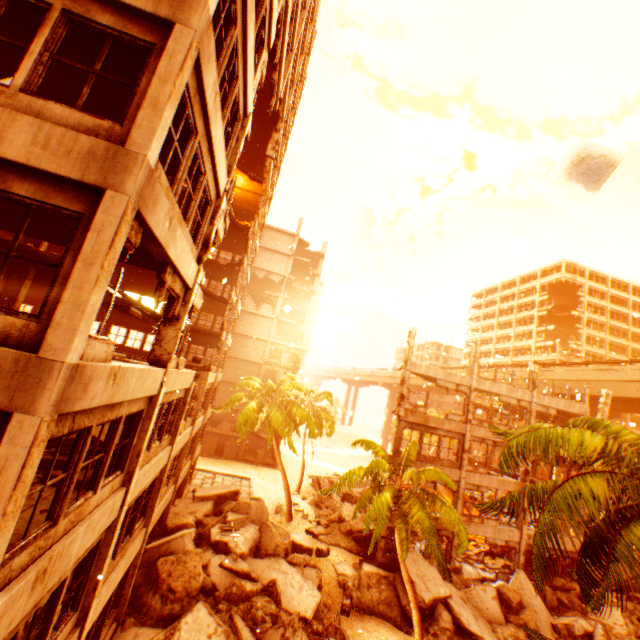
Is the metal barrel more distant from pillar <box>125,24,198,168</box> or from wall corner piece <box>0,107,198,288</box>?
wall corner piece <box>0,107,198,288</box>

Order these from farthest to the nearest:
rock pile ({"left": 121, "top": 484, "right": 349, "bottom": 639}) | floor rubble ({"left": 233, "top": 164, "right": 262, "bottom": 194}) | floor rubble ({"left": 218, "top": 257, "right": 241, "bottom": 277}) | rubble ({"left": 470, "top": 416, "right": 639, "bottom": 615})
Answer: floor rubble ({"left": 218, "top": 257, "right": 241, "bottom": 277})
floor rubble ({"left": 233, "top": 164, "right": 262, "bottom": 194})
rock pile ({"left": 121, "top": 484, "right": 349, "bottom": 639})
rubble ({"left": 470, "top": 416, "right": 639, "bottom": 615})

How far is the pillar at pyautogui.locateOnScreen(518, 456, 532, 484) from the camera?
22.00m

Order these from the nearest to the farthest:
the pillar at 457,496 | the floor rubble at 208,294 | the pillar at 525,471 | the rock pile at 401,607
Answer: the rock pile at 401,607
the pillar at 457,496
the pillar at 525,471
the floor rubble at 208,294

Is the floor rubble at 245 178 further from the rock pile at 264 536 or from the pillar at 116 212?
the rock pile at 264 536

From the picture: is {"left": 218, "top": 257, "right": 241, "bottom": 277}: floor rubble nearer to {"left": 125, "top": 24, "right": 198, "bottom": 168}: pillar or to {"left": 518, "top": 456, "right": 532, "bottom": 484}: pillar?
{"left": 125, "top": 24, "right": 198, "bottom": 168}: pillar

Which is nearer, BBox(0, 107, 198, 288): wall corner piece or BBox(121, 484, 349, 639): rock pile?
BBox(0, 107, 198, 288): wall corner piece

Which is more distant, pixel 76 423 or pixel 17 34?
pixel 17 34
